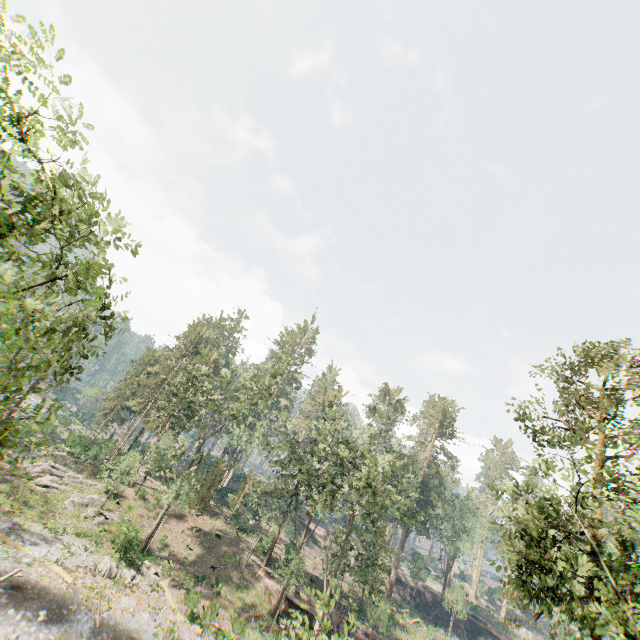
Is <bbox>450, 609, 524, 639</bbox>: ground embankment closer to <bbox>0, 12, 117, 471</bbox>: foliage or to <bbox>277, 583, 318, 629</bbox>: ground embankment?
<bbox>0, 12, 117, 471</bbox>: foliage

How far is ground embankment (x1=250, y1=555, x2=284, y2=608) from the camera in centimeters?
3191cm

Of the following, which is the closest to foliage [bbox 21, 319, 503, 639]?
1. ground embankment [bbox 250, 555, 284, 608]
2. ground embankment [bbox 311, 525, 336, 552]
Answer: ground embankment [bbox 250, 555, 284, 608]

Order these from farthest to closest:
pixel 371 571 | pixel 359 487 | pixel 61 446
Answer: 1. pixel 61 446
2. pixel 371 571
3. pixel 359 487

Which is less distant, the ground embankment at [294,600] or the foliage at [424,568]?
the ground embankment at [294,600]

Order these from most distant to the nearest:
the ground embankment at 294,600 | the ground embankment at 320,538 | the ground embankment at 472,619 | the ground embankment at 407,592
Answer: the ground embankment at 320,538
the ground embankment at 407,592
the ground embankment at 472,619
the ground embankment at 294,600

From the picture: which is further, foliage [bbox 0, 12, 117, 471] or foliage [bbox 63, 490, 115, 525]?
foliage [bbox 63, 490, 115, 525]

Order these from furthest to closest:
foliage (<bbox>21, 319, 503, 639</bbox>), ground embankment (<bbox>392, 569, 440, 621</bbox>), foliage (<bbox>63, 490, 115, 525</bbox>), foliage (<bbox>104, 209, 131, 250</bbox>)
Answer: ground embankment (<bbox>392, 569, 440, 621</bbox>), foliage (<bbox>63, 490, 115, 525</bbox>), foliage (<bbox>21, 319, 503, 639</bbox>), foliage (<bbox>104, 209, 131, 250</bbox>)
